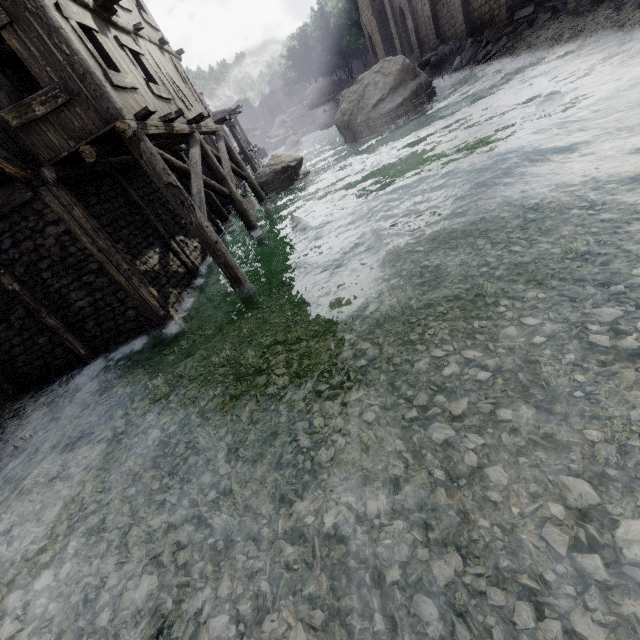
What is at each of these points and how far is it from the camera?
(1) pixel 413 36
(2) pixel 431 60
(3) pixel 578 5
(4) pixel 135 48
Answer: (1) building, 29.3m
(2) rubble, 23.9m
(3) building, 14.3m
(4) building, 9.0m

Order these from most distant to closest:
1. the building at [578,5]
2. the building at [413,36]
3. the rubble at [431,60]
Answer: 1. the building at [413,36]
2. the rubble at [431,60]
3. the building at [578,5]

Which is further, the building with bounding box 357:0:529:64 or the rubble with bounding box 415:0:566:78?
the building with bounding box 357:0:529:64

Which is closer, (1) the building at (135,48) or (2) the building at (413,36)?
(1) the building at (135,48)

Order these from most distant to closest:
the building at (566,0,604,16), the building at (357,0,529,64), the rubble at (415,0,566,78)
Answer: the building at (357,0,529,64)
the rubble at (415,0,566,78)
the building at (566,0,604,16)

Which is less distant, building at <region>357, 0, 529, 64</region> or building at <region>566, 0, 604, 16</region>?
building at <region>566, 0, 604, 16</region>
